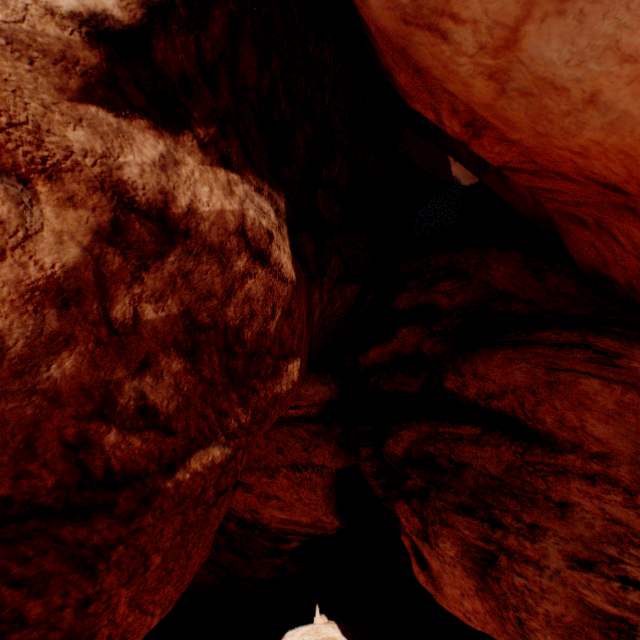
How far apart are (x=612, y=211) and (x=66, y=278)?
6.4m
